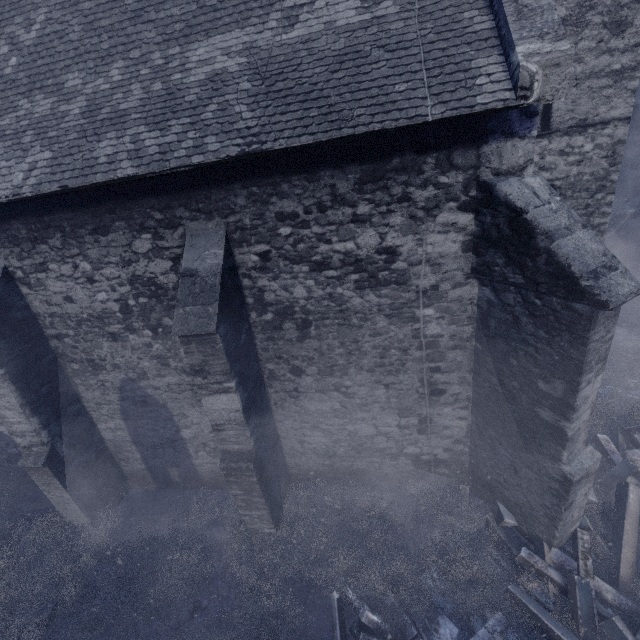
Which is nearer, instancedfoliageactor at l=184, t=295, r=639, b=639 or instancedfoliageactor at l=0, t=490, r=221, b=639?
instancedfoliageactor at l=184, t=295, r=639, b=639

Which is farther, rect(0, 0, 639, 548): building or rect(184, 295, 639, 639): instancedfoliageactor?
rect(184, 295, 639, 639): instancedfoliageactor

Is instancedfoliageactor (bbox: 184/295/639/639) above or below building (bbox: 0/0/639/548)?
below

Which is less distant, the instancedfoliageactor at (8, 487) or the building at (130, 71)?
the building at (130, 71)

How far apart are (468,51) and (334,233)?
Answer: 2.58m
